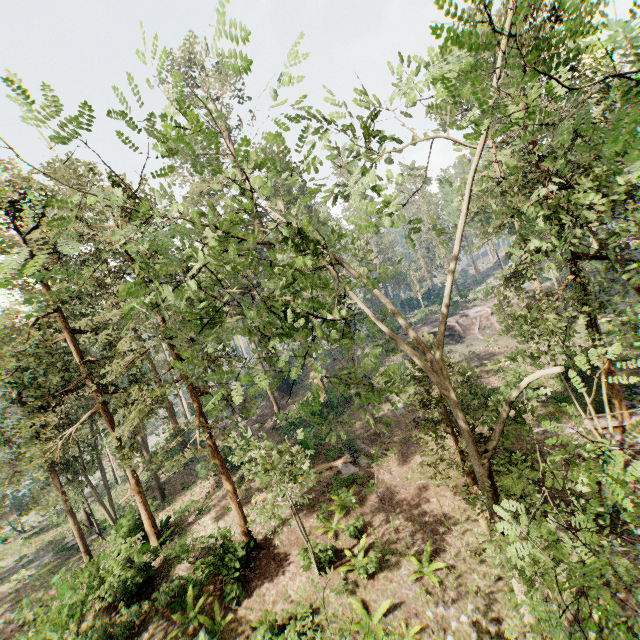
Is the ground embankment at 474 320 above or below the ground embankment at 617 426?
above

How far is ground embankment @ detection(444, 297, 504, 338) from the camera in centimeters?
4188cm

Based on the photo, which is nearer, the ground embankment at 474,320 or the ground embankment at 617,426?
the ground embankment at 617,426

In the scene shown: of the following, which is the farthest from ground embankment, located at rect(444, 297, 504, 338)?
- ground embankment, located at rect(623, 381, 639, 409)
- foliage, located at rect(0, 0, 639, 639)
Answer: ground embankment, located at rect(623, 381, 639, 409)

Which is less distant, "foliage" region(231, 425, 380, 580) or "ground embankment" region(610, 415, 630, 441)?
"foliage" region(231, 425, 380, 580)

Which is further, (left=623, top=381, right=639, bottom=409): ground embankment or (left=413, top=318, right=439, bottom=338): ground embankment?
(left=413, top=318, right=439, bottom=338): ground embankment

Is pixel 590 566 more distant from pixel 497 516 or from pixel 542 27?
pixel 542 27

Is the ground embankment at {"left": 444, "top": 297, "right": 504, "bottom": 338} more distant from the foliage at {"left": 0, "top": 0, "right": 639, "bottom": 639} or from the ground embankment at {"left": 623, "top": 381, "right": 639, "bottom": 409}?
the ground embankment at {"left": 623, "top": 381, "right": 639, "bottom": 409}
